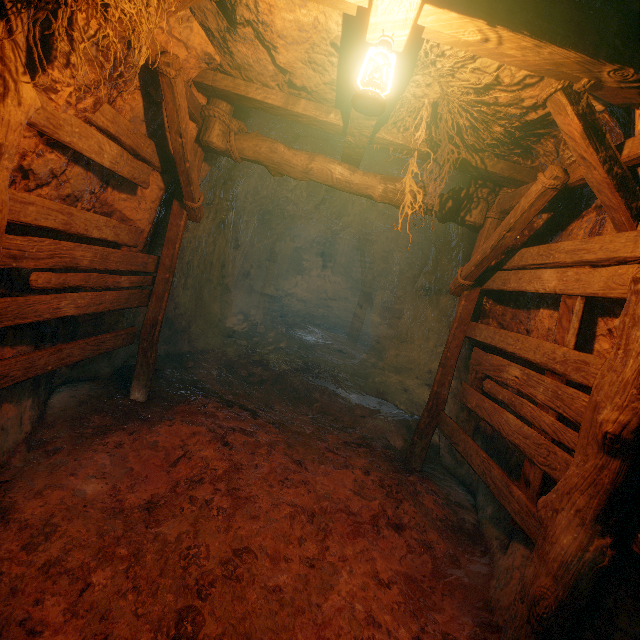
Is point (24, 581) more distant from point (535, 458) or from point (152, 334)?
point (535, 458)

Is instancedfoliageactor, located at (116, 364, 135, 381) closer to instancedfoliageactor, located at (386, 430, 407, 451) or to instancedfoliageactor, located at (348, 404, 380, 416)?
instancedfoliageactor, located at (348, 404, 380, 416)

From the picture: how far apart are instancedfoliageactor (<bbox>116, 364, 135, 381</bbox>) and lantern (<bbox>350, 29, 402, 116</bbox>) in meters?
4.9 m

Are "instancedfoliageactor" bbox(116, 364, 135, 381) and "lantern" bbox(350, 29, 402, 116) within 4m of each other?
no

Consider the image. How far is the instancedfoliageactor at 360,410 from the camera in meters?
6.2

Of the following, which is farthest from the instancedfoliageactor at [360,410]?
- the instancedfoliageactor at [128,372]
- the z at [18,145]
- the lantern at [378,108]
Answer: the lantern at [378,108]

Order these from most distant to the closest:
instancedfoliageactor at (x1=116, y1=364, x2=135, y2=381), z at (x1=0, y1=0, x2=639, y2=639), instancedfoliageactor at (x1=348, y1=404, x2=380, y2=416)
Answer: instancedfoliageactor at (x1=348, y1=404, x2=380, y2=416) → instancedfoliageactor at (x1=116, y1=364, x2=135, y2=381) → z at (x1=0, y1=0, x2=639, y2=639)
